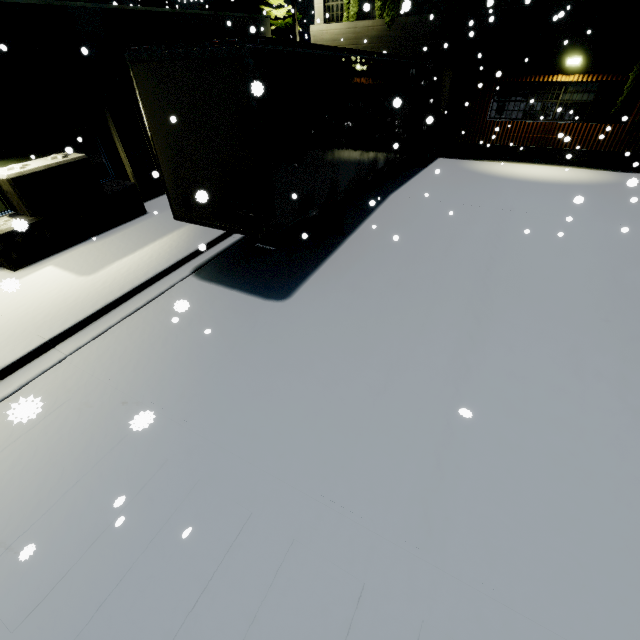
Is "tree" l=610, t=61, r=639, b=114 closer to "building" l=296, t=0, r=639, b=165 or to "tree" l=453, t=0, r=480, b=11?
"building" l=296, t=0, r=639, b=165

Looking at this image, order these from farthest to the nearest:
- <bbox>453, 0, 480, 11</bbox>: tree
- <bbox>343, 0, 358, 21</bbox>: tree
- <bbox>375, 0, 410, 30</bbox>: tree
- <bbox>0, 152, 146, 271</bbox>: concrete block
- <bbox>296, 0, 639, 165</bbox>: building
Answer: <bbox>343, 0, 358, 21</bbox>: tree < <bbox>453, 0, 480, 11</bbox>: tree < <bbox>296, 0, 639, 165</bbox>: building < <bbox>0, 152, 146, 271</bbox>: concrete block < <bbox>375, 0, 410, 30</bbox>: tree

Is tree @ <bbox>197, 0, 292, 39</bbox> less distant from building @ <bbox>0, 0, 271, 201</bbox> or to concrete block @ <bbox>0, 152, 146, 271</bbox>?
building @ <bbox>0, 0, 271, 201</bbox>

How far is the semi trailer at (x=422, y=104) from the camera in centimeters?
475cm

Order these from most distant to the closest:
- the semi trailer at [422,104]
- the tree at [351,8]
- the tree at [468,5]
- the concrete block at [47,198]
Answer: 1. the tree at [351,8]
2. the tree at [468,5]
3. the concrete block at [47,198]
4. the semi trailer at [422,104]

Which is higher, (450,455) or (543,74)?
(543,74)

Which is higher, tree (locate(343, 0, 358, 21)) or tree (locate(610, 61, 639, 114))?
tree (locate(343, 0, 358, 21))

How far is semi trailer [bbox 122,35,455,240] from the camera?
4.75m
